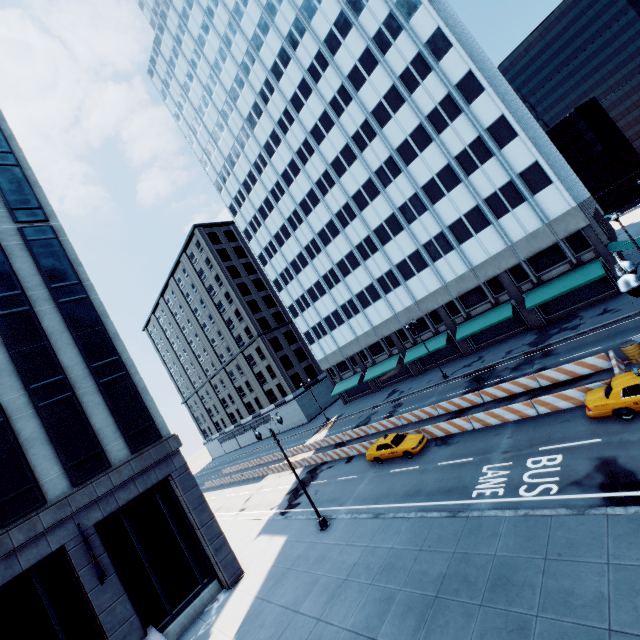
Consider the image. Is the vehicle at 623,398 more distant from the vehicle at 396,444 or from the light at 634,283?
the vehicle at 396,444

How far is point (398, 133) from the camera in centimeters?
3684cm

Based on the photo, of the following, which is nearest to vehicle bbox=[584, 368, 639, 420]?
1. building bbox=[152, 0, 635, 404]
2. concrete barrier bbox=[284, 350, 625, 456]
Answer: concrete barrier bbox=[284, 350, 625, 456]

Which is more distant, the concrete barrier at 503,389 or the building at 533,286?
the building at 533,286

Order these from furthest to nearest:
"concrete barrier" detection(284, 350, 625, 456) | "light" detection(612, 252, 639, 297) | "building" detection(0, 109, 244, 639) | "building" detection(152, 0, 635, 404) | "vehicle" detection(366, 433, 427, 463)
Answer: "building" detection(152, 0, 635, 404), "vehicle" detection(366, 433, 427, 463), "concrete barrier" detection(284, 350, 625, 456), "building" detection(0, 109, 244, 639), "light" detection(612, 252, 639, 297)

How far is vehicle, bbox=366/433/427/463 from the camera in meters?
22.3 m

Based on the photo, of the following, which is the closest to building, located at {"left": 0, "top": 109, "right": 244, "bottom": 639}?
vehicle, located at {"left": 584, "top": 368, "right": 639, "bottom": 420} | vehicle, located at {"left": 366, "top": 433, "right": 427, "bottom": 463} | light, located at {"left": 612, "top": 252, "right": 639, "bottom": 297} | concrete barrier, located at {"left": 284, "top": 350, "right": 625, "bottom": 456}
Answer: vehicle, located at {"left": 366, "top": 433, "right": 427, "bottom": 463}

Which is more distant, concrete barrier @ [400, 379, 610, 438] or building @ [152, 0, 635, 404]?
building @ [152, 0, 635, 404]
